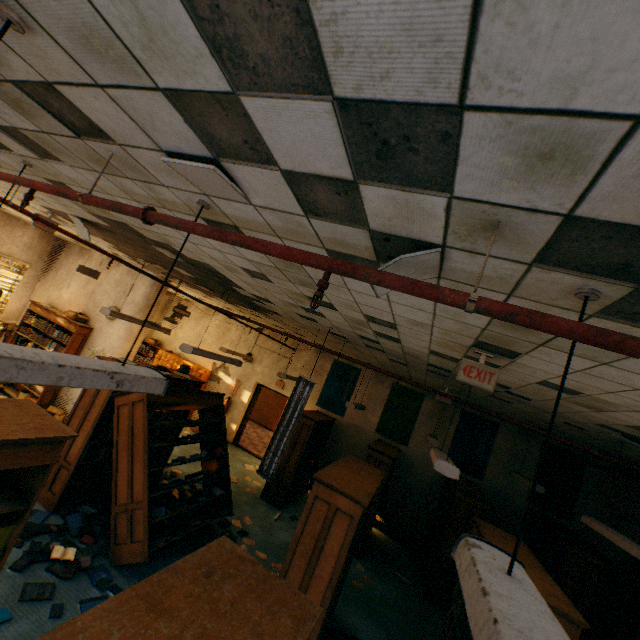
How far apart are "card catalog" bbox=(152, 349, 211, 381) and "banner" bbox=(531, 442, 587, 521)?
10.1m

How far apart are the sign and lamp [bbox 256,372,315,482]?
2.2 meters

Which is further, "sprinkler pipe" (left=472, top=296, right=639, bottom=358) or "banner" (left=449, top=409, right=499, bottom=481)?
"banner" (left=449, top=409, right=499, bottom=481)

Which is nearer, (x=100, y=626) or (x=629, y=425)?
(x=100, y=626)

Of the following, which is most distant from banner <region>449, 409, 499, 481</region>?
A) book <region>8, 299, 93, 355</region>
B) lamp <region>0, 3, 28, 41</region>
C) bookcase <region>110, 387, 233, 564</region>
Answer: book <region>8, 299, 93, 355</region>

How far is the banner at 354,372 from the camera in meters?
10.0 m

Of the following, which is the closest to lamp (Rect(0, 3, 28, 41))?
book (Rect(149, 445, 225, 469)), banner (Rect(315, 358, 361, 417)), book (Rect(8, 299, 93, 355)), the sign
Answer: the sign

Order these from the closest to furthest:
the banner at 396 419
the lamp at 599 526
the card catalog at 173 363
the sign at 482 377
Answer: the sign at 482 377 < the lamp at 599 526 < the banner at 396 419 < the card catalog at 173 363
